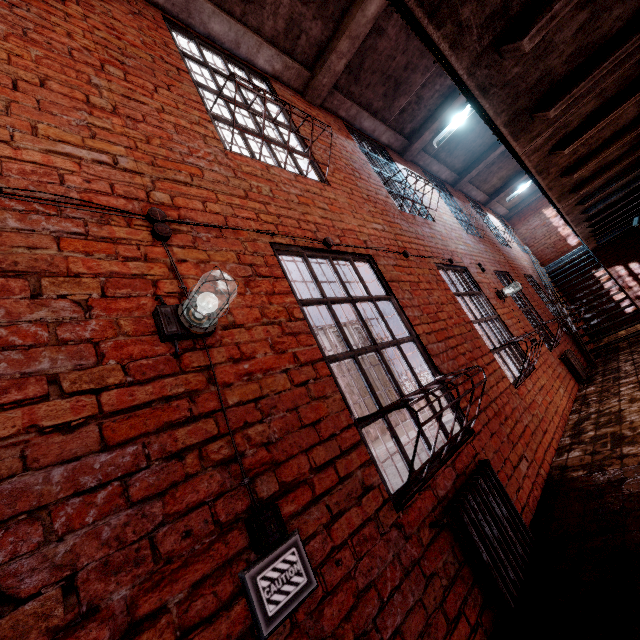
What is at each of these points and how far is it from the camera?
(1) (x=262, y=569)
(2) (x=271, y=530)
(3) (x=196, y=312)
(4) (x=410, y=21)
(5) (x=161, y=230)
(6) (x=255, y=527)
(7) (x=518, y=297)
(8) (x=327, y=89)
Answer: (1) sign, 1.3 meters
(2) light switch, 1.3 meters
(3) light fixture, 1.6 meters
(4) metal railing, 1.8 meters
(5) wiring, 1.8 meters
(6) wiring, 1.3 meters
(7) metal bar, 7.1 meters
(8) ceiling beam, 4.8 meters

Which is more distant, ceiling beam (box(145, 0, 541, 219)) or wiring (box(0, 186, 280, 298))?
ceiling beam (box(145, 0, 541, 219))

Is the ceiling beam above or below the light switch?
above

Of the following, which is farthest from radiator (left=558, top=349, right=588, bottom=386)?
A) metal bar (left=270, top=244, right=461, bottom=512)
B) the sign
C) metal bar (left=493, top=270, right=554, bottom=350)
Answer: the sign

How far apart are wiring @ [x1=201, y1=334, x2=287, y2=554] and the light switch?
0.0 meters

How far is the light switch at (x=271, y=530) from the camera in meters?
1.3

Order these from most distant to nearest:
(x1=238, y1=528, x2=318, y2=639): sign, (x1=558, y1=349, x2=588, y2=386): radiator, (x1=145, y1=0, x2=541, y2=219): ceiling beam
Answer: (x1=558, y1=349, x2=588, y2=386): radiator
(x1=145, y1=0, x2=541, y2=219): ceiling beam
(x1=238, y1=528, x2=318, y2=639): sign

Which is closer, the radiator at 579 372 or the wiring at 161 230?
the wiring at 161 230
